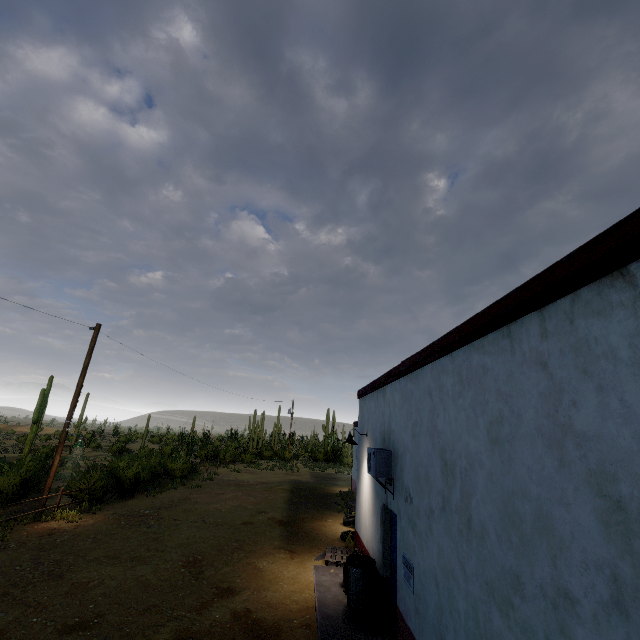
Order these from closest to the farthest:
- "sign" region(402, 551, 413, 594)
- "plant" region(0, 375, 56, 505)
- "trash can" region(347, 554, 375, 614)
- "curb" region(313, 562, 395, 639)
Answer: "sign" region(402, 551, 413, 594), "curb" region(313, 562, 395, 639), "trash can" region(347, 554, 375, 614), "plant" region(0, 375, 56, 505)

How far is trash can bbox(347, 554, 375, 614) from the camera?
6.9 meters

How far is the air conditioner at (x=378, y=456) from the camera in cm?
656

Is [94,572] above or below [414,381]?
below

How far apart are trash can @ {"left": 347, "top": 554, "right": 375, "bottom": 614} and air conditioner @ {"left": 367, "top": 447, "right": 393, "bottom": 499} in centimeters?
164cm

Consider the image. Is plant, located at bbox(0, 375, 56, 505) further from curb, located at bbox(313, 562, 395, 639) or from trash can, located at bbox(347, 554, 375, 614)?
trash can, located at bbox(347, 554, 375, 614)

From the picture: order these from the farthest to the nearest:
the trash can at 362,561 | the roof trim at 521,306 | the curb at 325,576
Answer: the trash can at 362,561, the curb at 325,576, the roof trim at 521,306

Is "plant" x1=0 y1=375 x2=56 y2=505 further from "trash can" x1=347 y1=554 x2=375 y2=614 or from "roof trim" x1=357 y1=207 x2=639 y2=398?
"trash can" x1=347 y1=554 x2=375 y2=614
